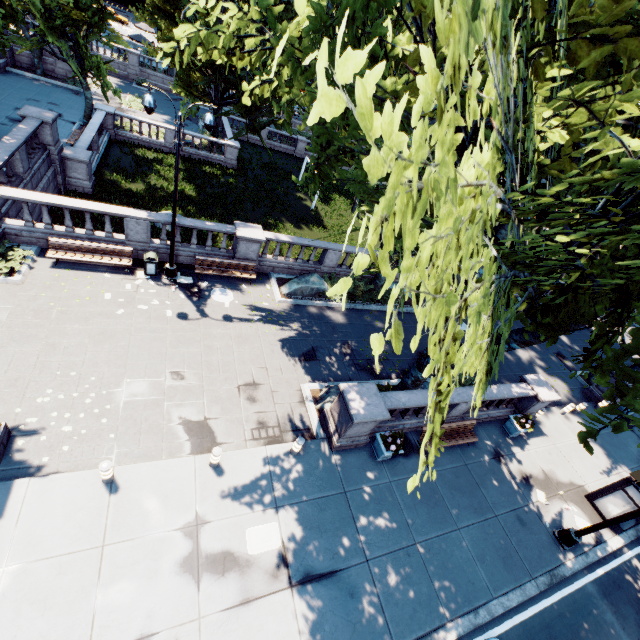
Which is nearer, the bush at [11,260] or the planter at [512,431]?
the bush at [11,260]

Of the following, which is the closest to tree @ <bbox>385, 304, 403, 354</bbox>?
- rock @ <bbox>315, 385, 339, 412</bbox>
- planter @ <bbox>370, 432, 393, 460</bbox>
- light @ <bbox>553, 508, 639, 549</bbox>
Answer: rock @ <bbox>315, 385, 339, 412</bbox>

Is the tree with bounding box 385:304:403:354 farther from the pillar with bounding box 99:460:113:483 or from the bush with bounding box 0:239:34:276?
the pillar with bounding box 99:460:113:483

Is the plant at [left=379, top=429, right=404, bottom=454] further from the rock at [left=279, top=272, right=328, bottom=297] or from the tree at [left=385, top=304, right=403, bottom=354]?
the rock at [left=279, top=272, right=328, bottom=297]

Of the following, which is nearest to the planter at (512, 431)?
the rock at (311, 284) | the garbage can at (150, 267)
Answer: the rock at (311, 284)

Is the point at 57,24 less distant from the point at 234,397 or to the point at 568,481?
the point at 234,397

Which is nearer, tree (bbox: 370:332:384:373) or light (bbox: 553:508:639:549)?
tree (bbox: 370:332:384:373)

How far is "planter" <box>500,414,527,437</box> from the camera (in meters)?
Result: 14.45
